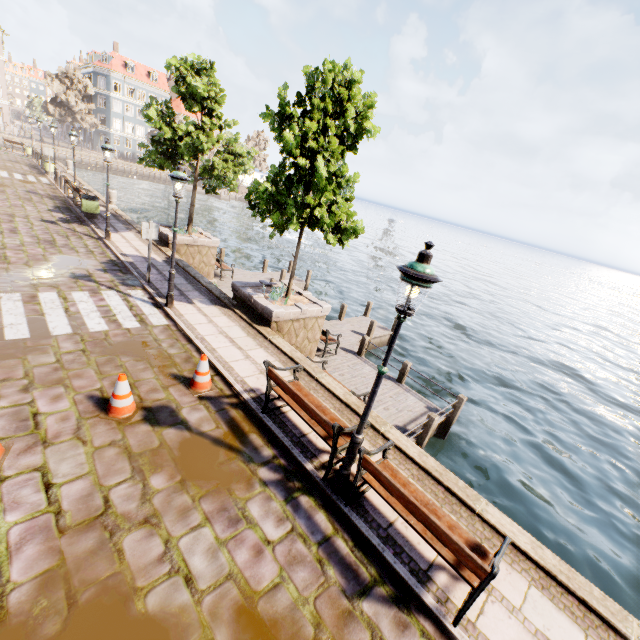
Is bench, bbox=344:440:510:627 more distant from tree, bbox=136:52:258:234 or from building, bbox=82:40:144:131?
building, bbox=82:40:144:131

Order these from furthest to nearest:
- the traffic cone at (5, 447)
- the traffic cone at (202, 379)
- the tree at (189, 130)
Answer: the tree at (189, 130)
the traffic cone at (202, 379)
the traffic cone at (5, 447)

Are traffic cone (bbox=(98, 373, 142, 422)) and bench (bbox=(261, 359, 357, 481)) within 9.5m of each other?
yes

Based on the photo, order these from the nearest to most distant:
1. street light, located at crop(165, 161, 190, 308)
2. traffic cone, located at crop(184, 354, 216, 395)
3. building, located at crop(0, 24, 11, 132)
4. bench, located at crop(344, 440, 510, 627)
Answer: bench, located at crop(344, 440, 510, 627), traffic cone, located at crop(184, 354, 216, 395), street light, located at crop(165, 161, 190, 308), building, located at crop(0, 24, 11, 132)

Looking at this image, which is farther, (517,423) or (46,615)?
(517,423)

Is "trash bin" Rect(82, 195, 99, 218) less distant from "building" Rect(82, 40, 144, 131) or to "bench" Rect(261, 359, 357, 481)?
"bench" Rect(261, 359, 357, 481)

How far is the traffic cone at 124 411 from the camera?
5.2m

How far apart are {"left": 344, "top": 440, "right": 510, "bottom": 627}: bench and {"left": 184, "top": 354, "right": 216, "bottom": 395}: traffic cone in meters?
3.4 m
